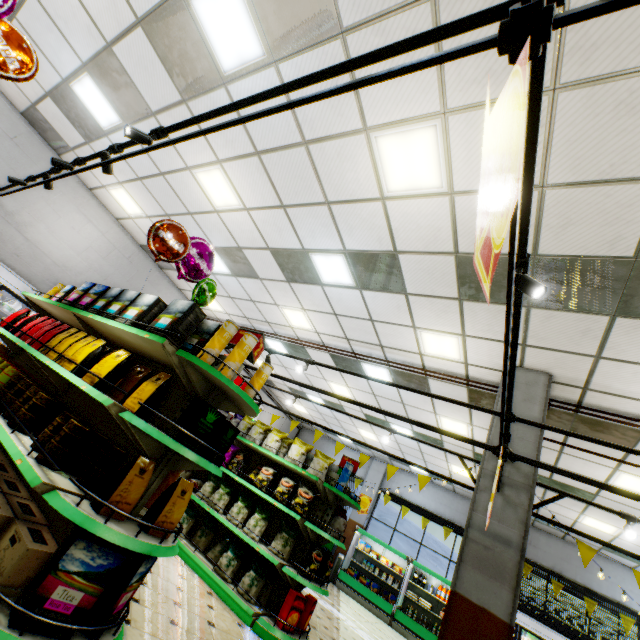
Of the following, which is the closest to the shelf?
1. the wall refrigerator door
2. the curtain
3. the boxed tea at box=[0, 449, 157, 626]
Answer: the boxed tea at box=[0, 449, 157, 626]

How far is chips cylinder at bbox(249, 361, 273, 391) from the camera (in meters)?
3.24

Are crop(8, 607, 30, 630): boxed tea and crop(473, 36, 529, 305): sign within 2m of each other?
no

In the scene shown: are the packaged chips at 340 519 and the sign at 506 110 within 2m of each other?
no

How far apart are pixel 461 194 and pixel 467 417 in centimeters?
587cm

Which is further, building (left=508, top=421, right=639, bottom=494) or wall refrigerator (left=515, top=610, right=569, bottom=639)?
wall refrigerator (left=515, top=610, right=569, bottom=639)

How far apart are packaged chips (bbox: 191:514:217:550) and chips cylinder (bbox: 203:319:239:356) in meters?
4.1

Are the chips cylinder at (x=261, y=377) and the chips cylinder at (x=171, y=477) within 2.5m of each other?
yes
